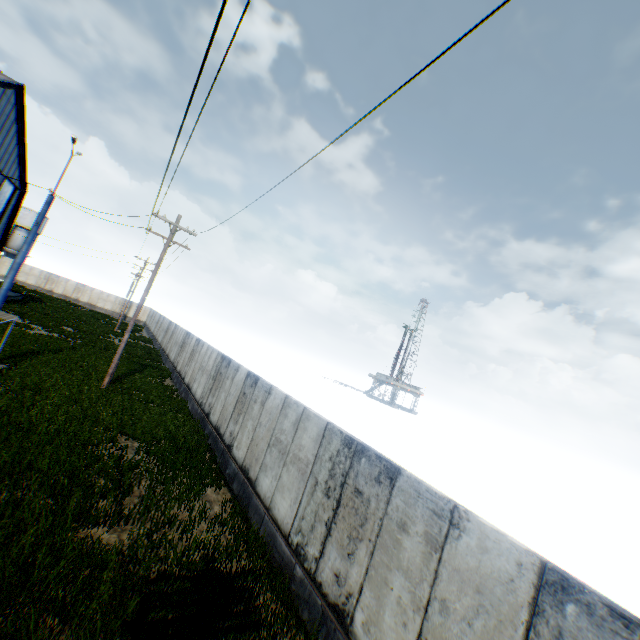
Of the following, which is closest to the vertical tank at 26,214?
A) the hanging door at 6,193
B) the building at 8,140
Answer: the building at 8,140

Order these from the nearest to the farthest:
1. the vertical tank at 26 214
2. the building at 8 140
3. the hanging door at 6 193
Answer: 1. the building at 8 140
2. the hanging door at 6 193
3. the vertical tank at 26 214

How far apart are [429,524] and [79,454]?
9.7 meters

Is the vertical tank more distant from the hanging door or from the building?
the hanging door

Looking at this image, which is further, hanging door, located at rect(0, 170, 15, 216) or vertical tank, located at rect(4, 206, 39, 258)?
vertical tank, located at rect(4, 206, 39, 258)

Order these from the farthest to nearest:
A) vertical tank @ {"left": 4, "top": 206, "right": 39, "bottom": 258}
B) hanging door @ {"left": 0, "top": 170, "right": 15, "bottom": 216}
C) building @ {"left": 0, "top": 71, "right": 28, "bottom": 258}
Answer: vertical tank @ {"left": 4, "top": 206, "right": 39, "bottom": 258} → hanging door @ {"left": 0, "top": 170, "right": 15, "bottom": 216} → building @ {"left": 0, "top": 71, "right": 28, "bottom": 258}

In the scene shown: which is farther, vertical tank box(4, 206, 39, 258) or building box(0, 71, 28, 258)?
vertical tank box(4, 206, 39, 258)
